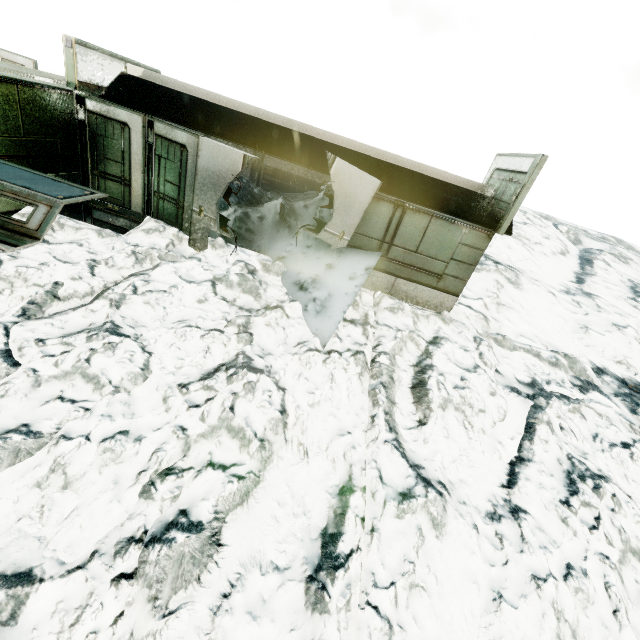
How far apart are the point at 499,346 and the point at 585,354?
3.23m

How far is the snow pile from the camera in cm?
734

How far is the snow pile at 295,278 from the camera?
7.3 meters
